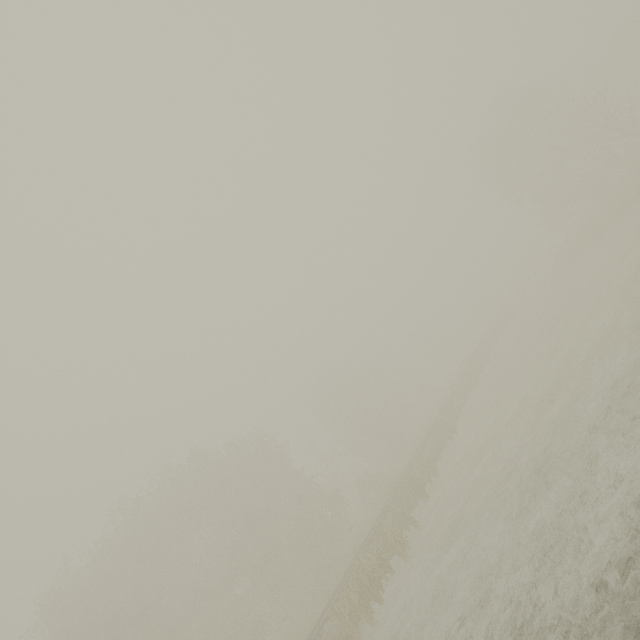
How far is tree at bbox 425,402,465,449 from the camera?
24.6m

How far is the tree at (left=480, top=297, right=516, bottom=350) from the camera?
40.47m

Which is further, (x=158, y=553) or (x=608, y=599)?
(x=158, y=553)

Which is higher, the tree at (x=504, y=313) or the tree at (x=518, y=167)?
the tree at (x=518, y=167)

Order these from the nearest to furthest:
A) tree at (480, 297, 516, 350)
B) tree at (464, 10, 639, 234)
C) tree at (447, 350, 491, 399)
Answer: tree at (464, 10, 639, 234) → tree at (447, 350, 491, 399) → tree at (480, 297, 516, 350)

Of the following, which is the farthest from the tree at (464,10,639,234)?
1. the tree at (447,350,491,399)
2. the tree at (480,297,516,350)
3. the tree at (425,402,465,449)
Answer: the tree at (425,402,465,449)

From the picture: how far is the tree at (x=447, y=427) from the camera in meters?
24.6

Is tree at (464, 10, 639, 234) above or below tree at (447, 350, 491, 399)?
above
